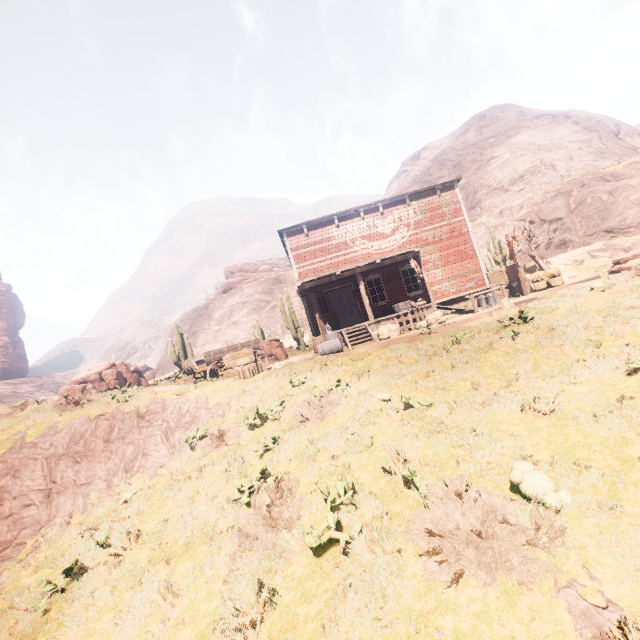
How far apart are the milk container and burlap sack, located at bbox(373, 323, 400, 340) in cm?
582

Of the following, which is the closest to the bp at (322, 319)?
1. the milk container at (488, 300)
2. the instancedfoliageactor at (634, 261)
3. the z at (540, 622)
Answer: the z at (540, 622)

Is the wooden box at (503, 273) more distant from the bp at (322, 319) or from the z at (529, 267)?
the bp at (322, 319)

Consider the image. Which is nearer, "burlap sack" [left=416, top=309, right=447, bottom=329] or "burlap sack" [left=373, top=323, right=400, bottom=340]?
"burlap sack" [left=416, top=309, right=447, bottom=329]

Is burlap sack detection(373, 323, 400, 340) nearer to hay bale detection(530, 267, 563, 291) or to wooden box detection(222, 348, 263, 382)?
wooden box detection(222, 348, 263, 382)

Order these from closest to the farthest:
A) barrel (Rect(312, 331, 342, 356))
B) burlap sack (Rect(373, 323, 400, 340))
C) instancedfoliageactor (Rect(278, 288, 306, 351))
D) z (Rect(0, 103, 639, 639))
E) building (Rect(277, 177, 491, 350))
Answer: z (Rect(0, 103, 639, 639)) → barrel (Rect(312, 331, 342, 356)) → burlap sack (Rect(373, 323, 400, 340)) → building (Rect(277, 177, 491, 350)) → instancedfoliageactor (Rect(278, 288, 306, 351))

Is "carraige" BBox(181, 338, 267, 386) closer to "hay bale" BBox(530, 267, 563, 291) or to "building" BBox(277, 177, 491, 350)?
"building" BBox(277, 177, 491, 350)

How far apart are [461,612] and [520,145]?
52.7m
